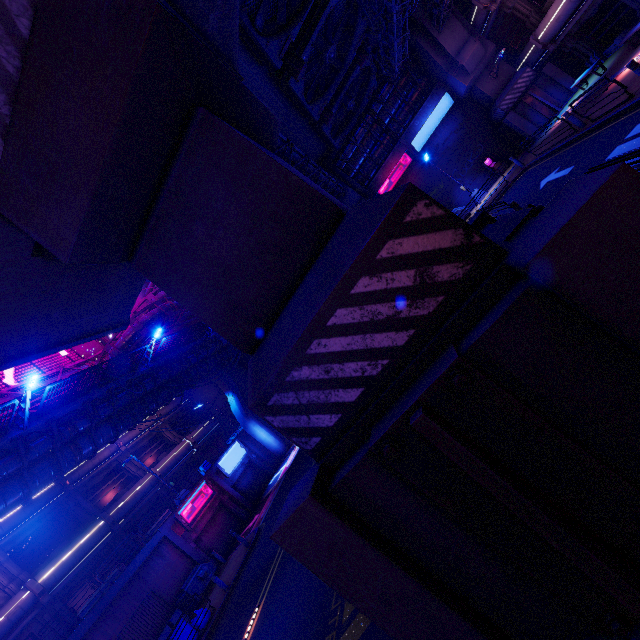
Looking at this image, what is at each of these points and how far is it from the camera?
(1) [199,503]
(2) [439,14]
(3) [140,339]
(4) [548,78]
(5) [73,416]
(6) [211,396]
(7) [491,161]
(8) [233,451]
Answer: (1) sign, 23.6 meters
(2) pipe, 21.1 meters
(3) pipe, 28.2 meters
(4) pillar, 22.3 meters
(5) walkway, 18.1 meters
(6) building, 37.5 meters
(7) atm, 27.2 meters
(8) sign, 28.9 meters

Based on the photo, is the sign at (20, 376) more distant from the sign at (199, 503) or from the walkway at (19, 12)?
the walkway at (19, 12)

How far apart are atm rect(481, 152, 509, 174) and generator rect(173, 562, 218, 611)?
35.4 meters

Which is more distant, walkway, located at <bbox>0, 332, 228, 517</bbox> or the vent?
walkway, located at <bbox>0, 332, 228, 517</bbox>

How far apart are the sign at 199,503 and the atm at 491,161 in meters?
34.1 m

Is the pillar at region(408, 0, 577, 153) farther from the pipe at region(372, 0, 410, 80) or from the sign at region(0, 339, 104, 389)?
the sign at region(0, 339, 104, 389)

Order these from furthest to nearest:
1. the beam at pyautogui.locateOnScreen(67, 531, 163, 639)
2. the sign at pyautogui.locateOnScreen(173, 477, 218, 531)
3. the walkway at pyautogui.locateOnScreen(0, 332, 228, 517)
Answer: the sign at pyautogui.locateOnScreen(173, 477, 218, 531) → the beam at pyautogui.locateOnScreen(67, 531, 163, 639) → the walkway at pyautogui.locateOnScreen(0, 332, 228, 517)

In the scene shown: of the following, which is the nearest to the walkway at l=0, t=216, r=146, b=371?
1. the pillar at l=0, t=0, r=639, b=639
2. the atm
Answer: the pillar at l=0, t=0, r=639, b=639
